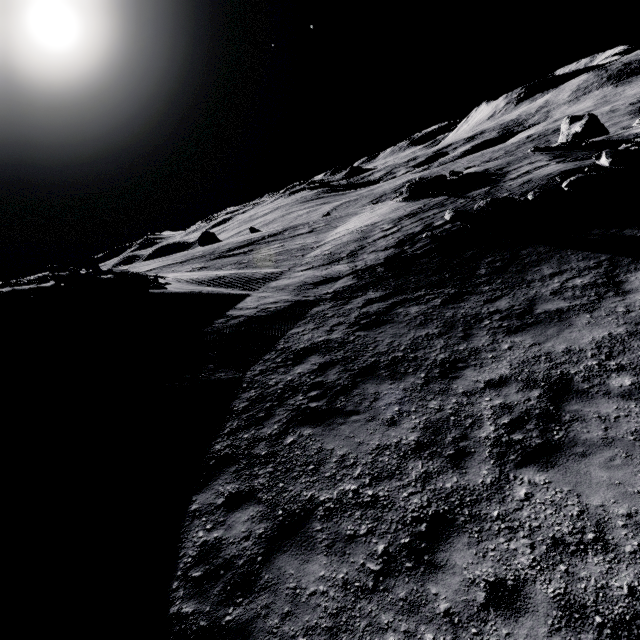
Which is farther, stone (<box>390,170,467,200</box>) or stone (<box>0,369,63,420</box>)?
stone (<box>390,170,467,200</box>)

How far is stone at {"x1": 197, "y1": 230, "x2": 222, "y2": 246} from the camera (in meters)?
44.20

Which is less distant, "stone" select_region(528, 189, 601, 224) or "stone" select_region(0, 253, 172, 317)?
"stone" select_region(0, 253, 172, 317)

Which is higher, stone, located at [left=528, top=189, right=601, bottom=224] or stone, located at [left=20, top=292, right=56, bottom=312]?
stone, located at [left=20, top=292, right=56, bottom=312]

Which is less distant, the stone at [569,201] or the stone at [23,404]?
the stone at [23,404]

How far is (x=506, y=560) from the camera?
4.2 meters

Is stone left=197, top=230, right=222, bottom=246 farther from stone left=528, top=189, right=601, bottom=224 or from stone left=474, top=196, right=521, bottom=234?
stone left=528, top=189, right=601, bottom=224

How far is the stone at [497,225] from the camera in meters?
14.1 m
